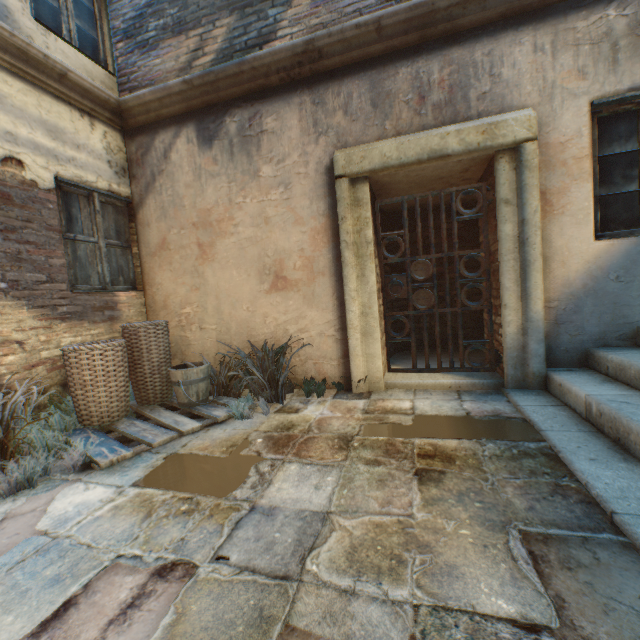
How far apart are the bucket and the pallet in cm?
3

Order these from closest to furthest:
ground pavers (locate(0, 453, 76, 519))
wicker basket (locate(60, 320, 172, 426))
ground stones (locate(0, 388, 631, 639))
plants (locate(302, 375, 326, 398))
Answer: ground stones (locate(0, 388, 631, 639))
ground pavers (locate(0, 453, 76, 519))
wicker basket (locate(60, 320, 172, 426))
plants (locate(302, 375, 326, 398))

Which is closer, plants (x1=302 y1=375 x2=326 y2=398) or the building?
the building

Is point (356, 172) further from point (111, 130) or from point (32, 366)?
point (32, 366)

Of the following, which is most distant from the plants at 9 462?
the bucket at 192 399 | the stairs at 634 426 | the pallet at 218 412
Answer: the stairs at 634 426

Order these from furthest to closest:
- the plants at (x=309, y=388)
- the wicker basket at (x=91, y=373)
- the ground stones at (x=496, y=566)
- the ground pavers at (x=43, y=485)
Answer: the plants at (x=309, y=388), the wicker basket at (x=91, y=373), the ground pavers at (x=43, y=485), the ground stones at (x=496, y=566)

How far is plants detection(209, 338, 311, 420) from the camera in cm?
333

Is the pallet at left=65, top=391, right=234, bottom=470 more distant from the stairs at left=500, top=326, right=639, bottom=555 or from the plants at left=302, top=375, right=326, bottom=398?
the stairs at left=500, top=326, right=639, bottom=555
